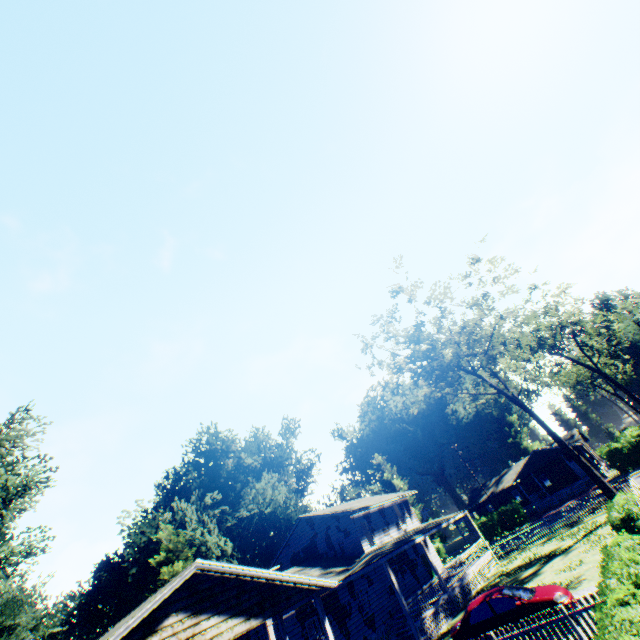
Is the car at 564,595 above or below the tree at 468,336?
below

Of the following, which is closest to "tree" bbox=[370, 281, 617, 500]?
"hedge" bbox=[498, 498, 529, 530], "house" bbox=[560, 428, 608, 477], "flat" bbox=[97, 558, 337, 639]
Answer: "flat" bbox=[97, 558, 337, 639]

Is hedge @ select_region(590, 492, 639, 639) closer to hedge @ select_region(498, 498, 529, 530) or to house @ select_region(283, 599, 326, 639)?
house @ select_region(283, 599, 326, 639)

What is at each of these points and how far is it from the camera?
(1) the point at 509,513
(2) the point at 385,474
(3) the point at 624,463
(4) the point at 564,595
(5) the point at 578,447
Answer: (1) hedge, 43.5 meters
(2) plant, 58.5 meters
(3) hedge, 36.3 meters
(4) car, 11.9 meters
(5) house, 44.6 meters

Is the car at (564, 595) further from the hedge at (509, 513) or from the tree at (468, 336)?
the hedge at (509, 513)

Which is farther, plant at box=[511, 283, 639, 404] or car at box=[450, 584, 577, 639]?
plant at box=[511, 283, 639, 404]

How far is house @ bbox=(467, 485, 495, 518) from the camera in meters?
54.0

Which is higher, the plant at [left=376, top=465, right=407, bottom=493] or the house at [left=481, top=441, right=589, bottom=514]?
the plant at [left=376, top=465, right=407, bottom=493]
